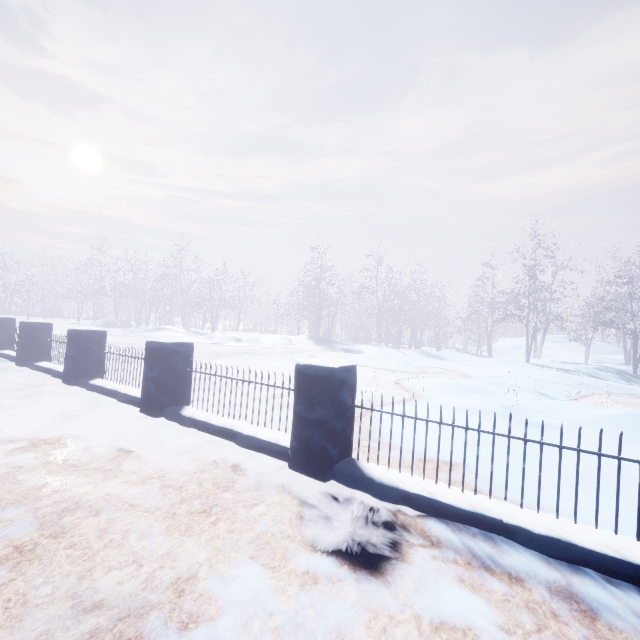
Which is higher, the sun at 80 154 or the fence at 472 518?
the sun at 80 154

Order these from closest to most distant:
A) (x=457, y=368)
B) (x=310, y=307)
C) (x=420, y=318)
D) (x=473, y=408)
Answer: (x=473, y=408) → (x=457, y=368) → (x=310, y=307) → (x=420, y=318)

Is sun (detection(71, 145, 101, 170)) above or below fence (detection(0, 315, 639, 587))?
above

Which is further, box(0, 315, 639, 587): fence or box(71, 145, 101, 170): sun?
box(71, 145, 101, 170): sun

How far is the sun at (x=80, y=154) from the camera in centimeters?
5575cm

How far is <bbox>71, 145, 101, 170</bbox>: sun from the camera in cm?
5575
